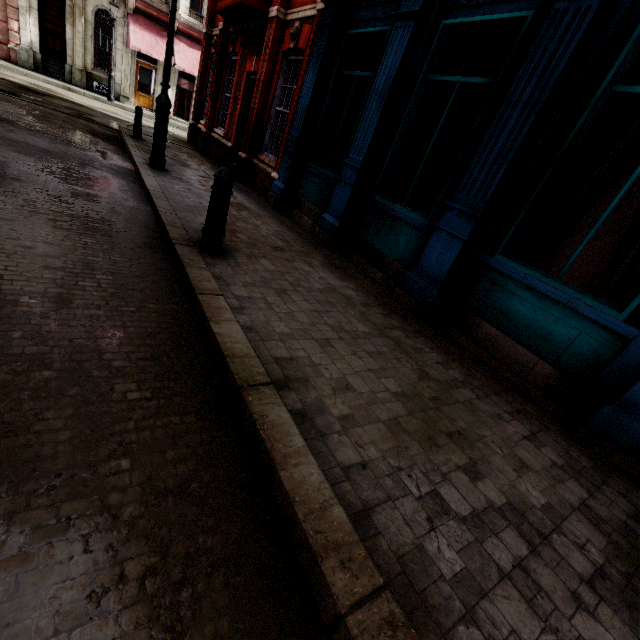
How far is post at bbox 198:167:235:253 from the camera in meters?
3.6

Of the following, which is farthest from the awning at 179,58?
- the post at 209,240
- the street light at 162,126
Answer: the post at 209,240

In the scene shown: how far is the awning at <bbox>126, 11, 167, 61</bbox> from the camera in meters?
19.3

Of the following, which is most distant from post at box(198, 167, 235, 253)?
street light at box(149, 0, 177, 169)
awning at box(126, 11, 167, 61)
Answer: awning at box(126, 11, 167, 61)

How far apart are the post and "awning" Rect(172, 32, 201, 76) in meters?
23.3 m

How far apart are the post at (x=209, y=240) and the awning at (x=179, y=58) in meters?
23.3

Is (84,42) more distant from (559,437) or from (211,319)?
(559,437)
